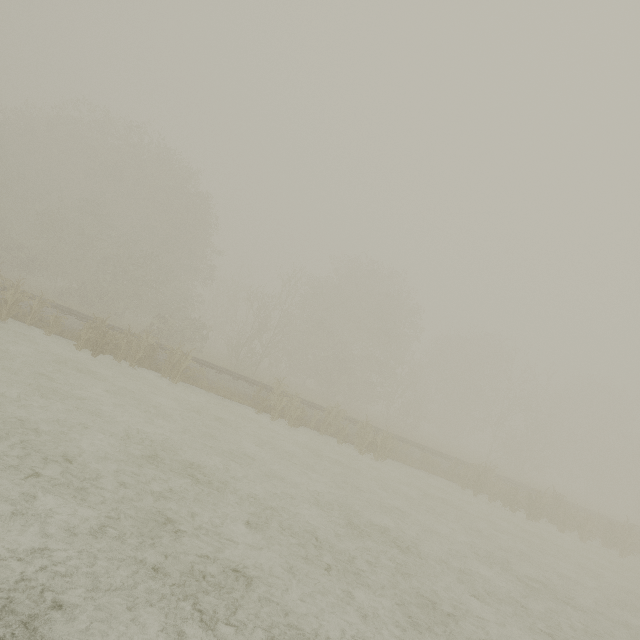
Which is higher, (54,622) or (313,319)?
(313,319)
